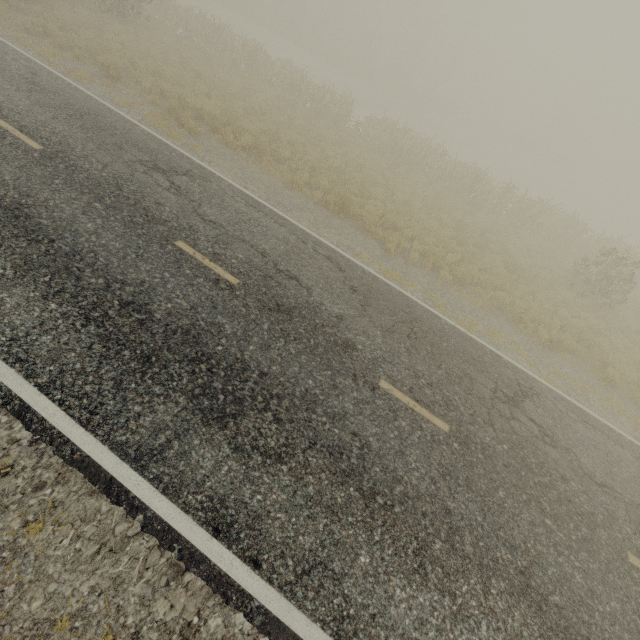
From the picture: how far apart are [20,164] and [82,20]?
15.37m
